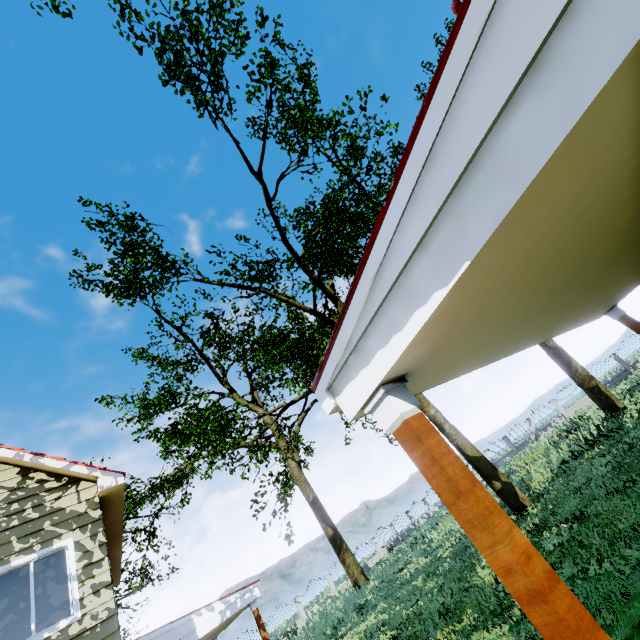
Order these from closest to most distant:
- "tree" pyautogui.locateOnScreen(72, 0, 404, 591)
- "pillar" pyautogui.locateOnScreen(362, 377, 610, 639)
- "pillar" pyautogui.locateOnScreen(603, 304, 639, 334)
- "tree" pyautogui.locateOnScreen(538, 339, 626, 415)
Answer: "pillar" pyautogui.locateOnScreen(362, 377, 610, 639), "pillar" pyautogui.locateOnScreen(603, 304, 639, 334), "tree" pyautogui.locateOnScreen(72, 0, 404, 591), "tree" pyautogui.locateOnScreen(538, 339, 626, 415)

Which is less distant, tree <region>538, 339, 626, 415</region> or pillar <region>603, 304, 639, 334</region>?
pillar <region>603, 304, 639, 334</region>

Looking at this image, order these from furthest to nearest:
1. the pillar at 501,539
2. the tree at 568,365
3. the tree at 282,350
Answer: the tree at 568,365 < the tree at 282,350 < the pillar at 501,539

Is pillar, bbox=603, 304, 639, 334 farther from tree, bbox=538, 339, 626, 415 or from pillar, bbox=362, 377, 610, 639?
tree, bbox=538, 339, 626, 415

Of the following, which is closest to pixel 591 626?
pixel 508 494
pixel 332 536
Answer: pixel 508 494

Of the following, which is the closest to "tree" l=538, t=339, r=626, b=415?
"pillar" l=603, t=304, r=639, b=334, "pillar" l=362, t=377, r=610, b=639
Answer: "pillar" l=362, t=377, r=610, b=639

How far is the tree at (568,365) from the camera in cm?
1587
